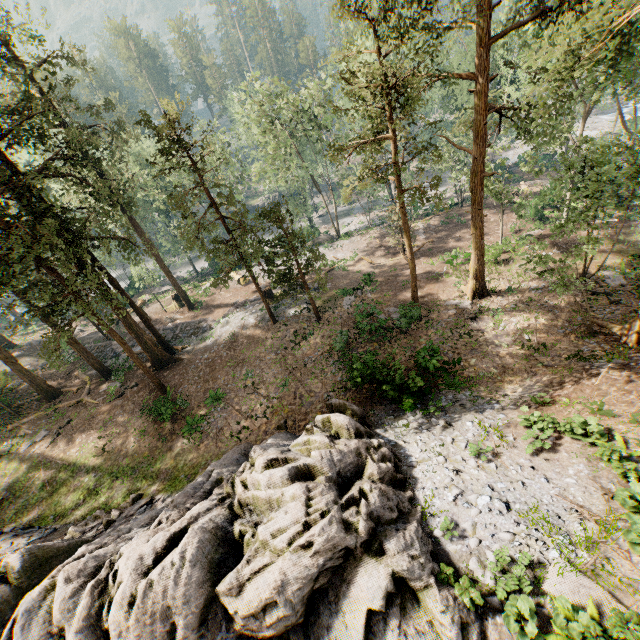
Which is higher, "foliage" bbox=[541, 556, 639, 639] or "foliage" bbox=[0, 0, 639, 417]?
"foliage" bbox=[0, 0, 639, 417]

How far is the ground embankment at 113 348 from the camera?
31.5 meters

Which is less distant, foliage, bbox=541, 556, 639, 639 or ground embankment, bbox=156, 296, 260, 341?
foliage, bbox=541, 556, 639, 639

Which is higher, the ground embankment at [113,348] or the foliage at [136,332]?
the foliage at [136,332]

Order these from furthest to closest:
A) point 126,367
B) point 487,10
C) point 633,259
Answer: point 126,367 < point 633,259 < point 487,10

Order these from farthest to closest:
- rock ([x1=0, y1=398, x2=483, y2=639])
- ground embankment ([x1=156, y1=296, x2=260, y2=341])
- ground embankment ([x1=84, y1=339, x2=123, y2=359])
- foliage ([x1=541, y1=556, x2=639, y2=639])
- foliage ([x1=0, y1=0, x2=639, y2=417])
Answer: ground embankment ([x1=84, y1=339, x2=123, y2=359]) → ground embankment ([x1=156, y1=296, x2=260, y2=341]) → foliage ([x1=0, y1=0, x2=639, y2=417]) → rock ([x1=0, y1=398, x2=483, y2=639]) → foliage ([x1=541, y1=556, x2=639, y2=639])

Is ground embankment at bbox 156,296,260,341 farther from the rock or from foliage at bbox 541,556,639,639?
the rock
